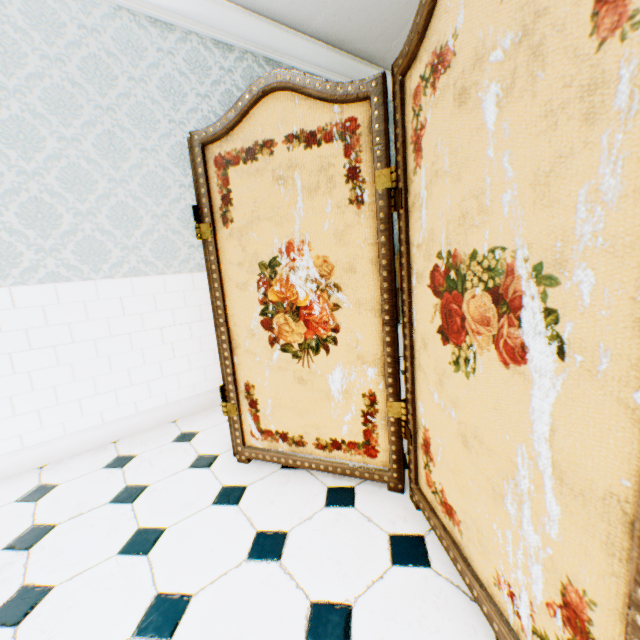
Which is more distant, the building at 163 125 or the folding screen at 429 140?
the building at 163 125

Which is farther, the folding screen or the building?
A: the building

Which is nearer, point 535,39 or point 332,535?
point 535,39
